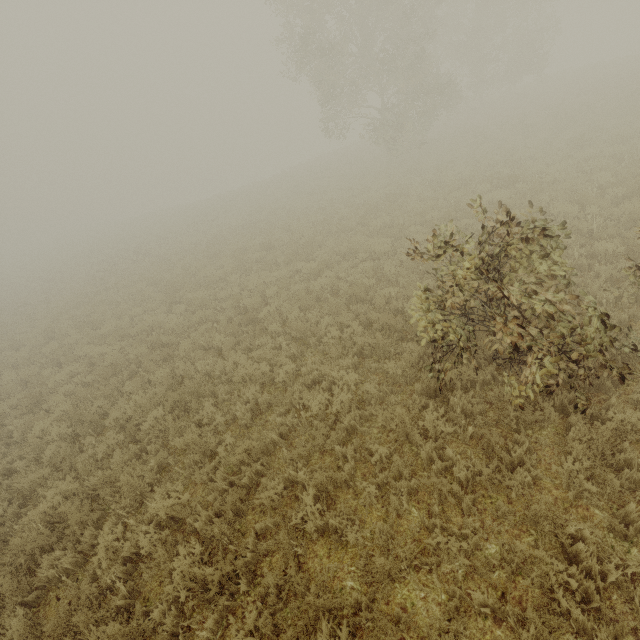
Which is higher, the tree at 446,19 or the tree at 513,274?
the tree at 446,19

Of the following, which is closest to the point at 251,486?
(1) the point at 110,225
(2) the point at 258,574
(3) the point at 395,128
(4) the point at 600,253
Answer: (2) the point at 258,574

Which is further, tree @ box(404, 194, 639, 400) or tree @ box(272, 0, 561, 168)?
tree @ box(272, 0, 561, 168)

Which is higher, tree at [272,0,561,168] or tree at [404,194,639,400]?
tree at [272,0,561,168]

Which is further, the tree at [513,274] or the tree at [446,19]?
the tree at [446,19]
